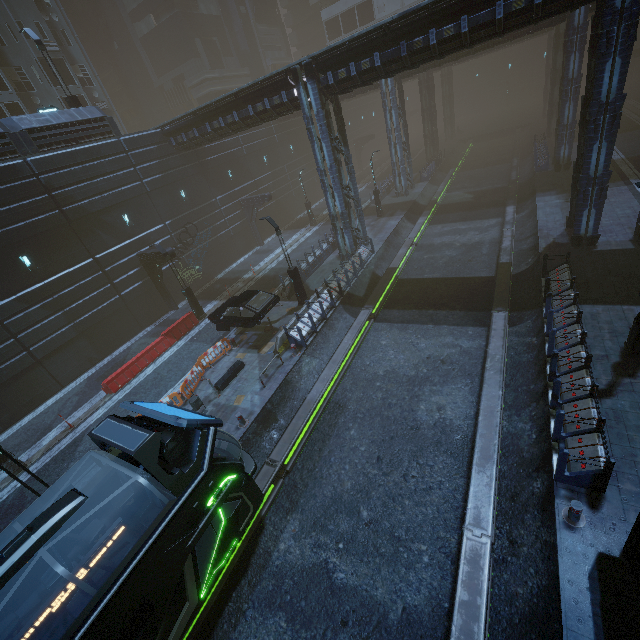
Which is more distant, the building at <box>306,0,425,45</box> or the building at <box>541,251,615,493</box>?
the building at <box>306,0,425,45</box>

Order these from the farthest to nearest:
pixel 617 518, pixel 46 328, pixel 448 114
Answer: pixel 448 114, pixel 46 328, pixel 617 518

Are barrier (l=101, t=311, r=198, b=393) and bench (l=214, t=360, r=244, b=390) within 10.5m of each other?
yes

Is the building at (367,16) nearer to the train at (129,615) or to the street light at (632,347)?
the train at (129,615)

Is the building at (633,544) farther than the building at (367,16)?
No

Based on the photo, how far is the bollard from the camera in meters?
7.3

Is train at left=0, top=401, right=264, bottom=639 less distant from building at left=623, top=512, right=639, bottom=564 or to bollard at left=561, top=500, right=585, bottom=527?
building at left=623, top=512, right=639, bottom=564

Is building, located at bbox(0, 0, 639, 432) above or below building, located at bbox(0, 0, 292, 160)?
below
